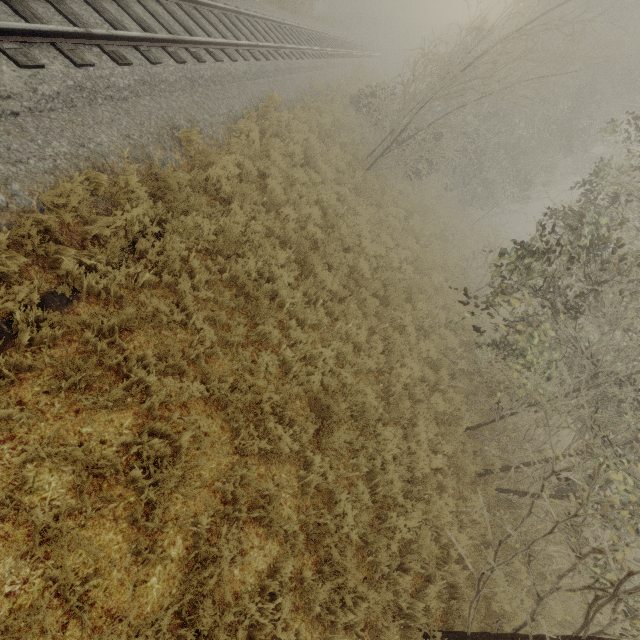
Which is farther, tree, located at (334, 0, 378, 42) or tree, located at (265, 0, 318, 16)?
tree, located at (334, 0, 378, 42)

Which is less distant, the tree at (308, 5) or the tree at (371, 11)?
the tree at (308, 5)

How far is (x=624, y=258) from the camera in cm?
655
